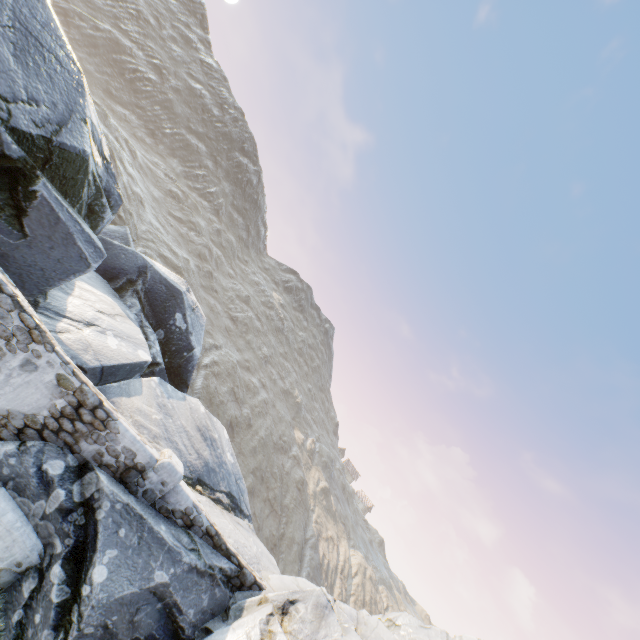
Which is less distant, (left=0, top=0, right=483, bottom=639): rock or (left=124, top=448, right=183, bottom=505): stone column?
(left=0, top=0, right=483, bottom=639): rock

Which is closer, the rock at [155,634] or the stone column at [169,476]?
the rock at [155,634]

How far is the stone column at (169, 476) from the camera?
7.26m

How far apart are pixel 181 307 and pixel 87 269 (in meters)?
7.23

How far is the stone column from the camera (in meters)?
7.26
